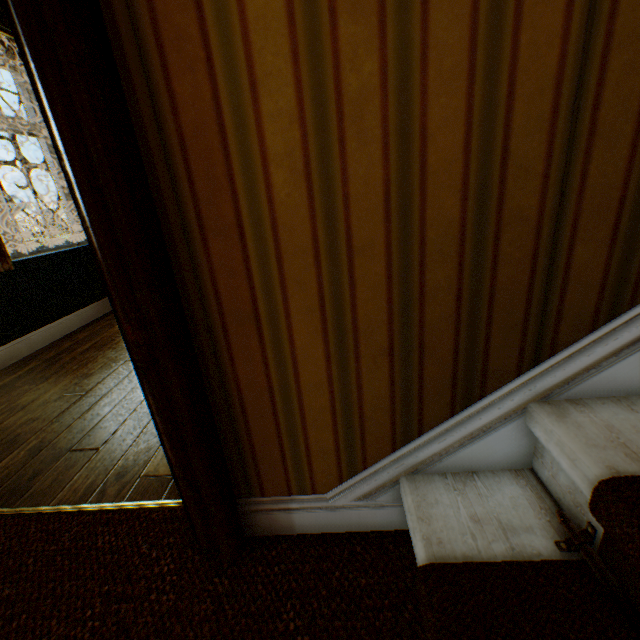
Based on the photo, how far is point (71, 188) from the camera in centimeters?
68cm
